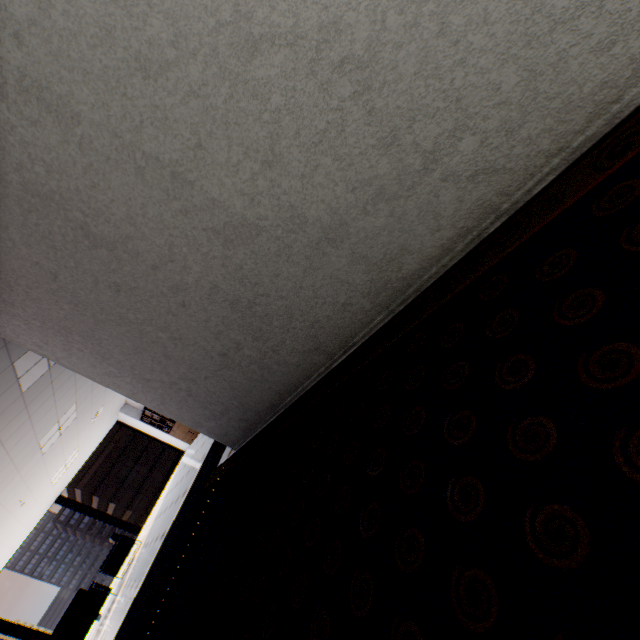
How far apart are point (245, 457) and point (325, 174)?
3.0 meters

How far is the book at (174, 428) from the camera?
11.80m

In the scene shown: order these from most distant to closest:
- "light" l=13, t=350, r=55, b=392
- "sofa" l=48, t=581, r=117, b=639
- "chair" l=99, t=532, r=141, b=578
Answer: "chair" l=99, t=532, r=141, b=578 → "sofa" l=48, t=581, r=117, b=639 → "light" l=13, t=350, r=55, b=392

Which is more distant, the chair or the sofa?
the chair

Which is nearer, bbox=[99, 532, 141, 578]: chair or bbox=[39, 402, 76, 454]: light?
bbox=[39, 402, 76, 454]: light

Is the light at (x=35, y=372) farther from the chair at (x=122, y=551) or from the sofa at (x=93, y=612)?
the chair at (x=122, y=551)

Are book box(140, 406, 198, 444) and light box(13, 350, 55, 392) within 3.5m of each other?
no

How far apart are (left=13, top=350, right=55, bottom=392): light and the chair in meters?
6.1 m
